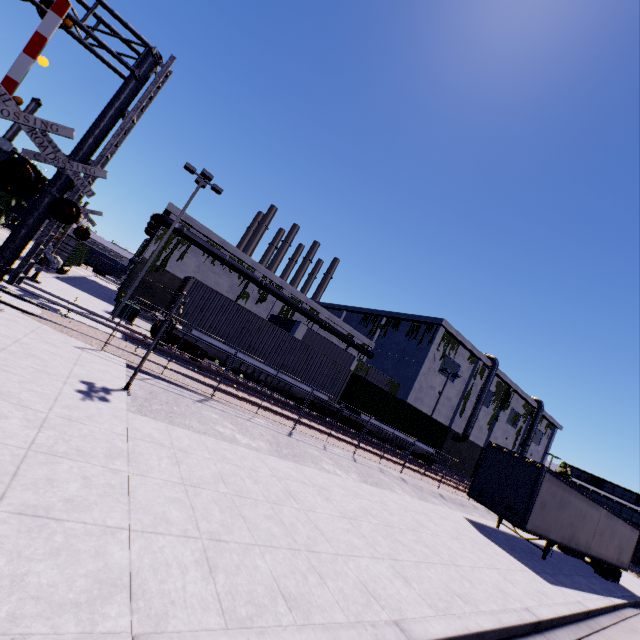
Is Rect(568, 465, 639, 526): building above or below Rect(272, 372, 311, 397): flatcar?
above

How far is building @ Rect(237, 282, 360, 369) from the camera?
31.7 meters

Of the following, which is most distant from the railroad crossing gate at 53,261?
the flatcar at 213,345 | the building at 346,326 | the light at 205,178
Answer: the light at 205,178

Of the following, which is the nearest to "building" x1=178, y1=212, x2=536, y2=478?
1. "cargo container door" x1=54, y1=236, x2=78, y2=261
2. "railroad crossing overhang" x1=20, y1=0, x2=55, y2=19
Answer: "railroad crossing overhang" x1=20, y1=0, x2=55, y2=19

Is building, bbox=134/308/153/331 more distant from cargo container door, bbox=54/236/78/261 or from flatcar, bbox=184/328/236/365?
cargo container door, bbox=54/236/78/261

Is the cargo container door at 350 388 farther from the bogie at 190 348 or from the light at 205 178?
the light at 205 178

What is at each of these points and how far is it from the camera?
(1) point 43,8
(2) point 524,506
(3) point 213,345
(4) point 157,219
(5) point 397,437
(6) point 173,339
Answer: (1) railroad crossing overhang, 8.7 meters
(2) semi trailer, 13.6 meters
(3) flatcar, 17.4 meters
(4) pipe, 30.3 meters
(5) flatcar, 25.8 meters
(6) bogie, 16.8 meters

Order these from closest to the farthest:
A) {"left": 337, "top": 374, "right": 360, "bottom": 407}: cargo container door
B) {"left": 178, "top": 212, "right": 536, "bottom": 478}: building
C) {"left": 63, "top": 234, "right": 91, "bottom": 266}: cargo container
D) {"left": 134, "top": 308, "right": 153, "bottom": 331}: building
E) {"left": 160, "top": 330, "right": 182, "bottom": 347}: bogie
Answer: {"left": 160, "top": 330, "right": 182, "bottom": 347}: bogie, {"left": 134, "top": 308, "right": 153, "bottom": 331}: building, {"left": 337, "top": 374, "right": 360, "bottom": 407}: cargo container door, {"left": 63, "top": 234, "right": 91, "bottom": 266}: cargo container, {"left": 178, "top": 212, "right": 536, "bottom": 478}: building
